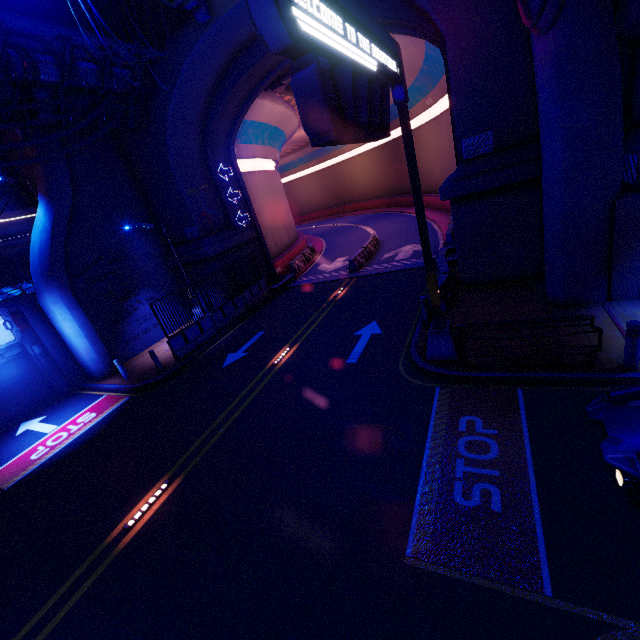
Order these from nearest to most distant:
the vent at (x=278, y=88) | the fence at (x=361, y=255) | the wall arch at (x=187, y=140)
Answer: the wall arch at (x=187, y=140), the vent at (x=278, y=88), the fence at (x=361, y=255)

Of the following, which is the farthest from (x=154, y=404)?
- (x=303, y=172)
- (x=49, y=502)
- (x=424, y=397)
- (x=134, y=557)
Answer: (x=303, y=172)

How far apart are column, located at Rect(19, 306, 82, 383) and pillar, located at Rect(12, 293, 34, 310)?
0.0m

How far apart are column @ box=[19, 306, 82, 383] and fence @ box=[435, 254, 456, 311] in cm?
1685

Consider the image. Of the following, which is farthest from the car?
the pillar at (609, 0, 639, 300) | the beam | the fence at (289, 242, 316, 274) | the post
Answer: the beam

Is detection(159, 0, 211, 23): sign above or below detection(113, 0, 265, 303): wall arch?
above

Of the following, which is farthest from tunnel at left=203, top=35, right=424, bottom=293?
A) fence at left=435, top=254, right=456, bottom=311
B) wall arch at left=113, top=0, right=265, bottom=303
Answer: fence at left=435, top=254, right=456, bottom=311

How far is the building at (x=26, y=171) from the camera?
18.3m
